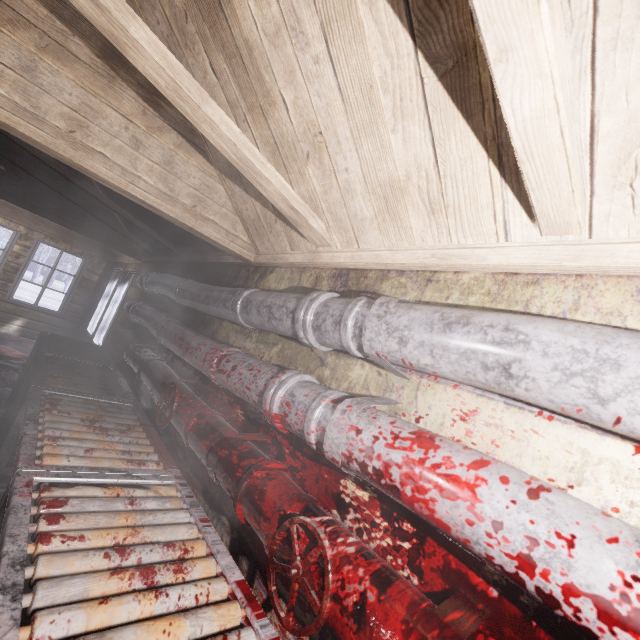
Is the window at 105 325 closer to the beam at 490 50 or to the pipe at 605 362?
the pipe at 605 362

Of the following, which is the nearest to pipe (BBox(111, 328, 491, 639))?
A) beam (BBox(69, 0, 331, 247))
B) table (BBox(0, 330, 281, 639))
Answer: table (BBox(0, 330, 281, 639))

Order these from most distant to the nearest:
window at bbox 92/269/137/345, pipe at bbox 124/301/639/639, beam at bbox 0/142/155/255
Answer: window at bbox 92/269/137/345 < beam at bbox 0/142/155/255 < pipe at bbox 124/301/639/639

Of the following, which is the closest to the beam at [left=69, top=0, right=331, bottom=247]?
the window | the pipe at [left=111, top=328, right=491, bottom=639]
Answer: the pipe at [left=111, top=328, right=491, bottom=639]

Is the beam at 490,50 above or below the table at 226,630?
above

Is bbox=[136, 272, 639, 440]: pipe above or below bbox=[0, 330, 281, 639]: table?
above

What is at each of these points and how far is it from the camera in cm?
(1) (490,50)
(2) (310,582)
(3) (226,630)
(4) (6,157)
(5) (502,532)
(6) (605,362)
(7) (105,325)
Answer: (1) beam, 54
(2) pipe, 80
(3) table, 84
(4) beam, 297
(5) pipe, 57
(6) pipe, 56
(7) window, 526

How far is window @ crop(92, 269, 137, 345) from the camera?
4.68m
